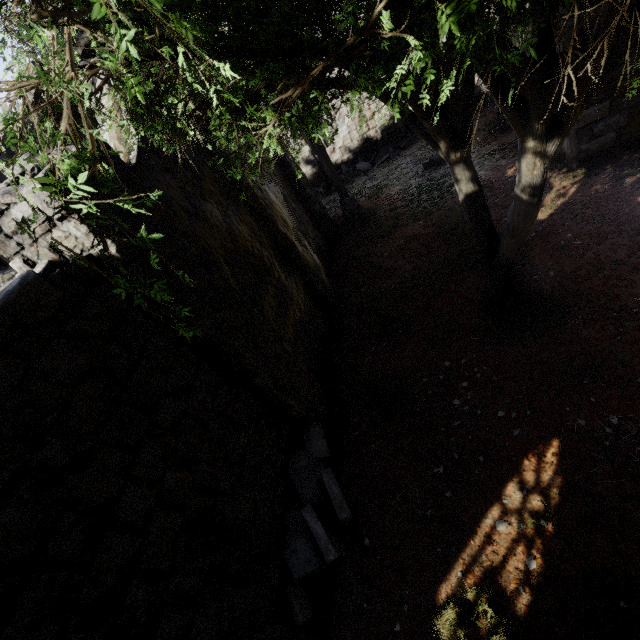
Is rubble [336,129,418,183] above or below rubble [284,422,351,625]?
below

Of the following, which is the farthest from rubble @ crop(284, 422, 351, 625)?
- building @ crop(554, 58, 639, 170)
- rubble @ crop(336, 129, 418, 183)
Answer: rubble @ crop(336, 129, 418, 183)

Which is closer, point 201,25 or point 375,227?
point 201,25

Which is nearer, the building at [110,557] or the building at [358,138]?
the building at [110,557]

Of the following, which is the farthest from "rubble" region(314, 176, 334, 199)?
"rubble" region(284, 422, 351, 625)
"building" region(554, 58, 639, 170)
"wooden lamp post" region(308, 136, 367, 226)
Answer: "rubble" region(284, 422, 351, 625)

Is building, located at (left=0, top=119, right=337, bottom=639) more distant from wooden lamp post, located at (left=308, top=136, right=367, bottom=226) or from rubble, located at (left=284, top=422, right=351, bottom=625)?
wooden lamp post, located at (left=308, top=136, right=367, bottom=226)

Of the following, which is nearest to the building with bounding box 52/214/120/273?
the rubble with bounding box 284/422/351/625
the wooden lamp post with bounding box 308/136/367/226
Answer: the rubble with bounding box 284/422/351/625

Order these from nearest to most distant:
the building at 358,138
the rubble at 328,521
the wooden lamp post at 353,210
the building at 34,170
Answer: the building at 34,170
the rubble at 328,521
the wooden lamp post at 353,210
the building at 358,138
